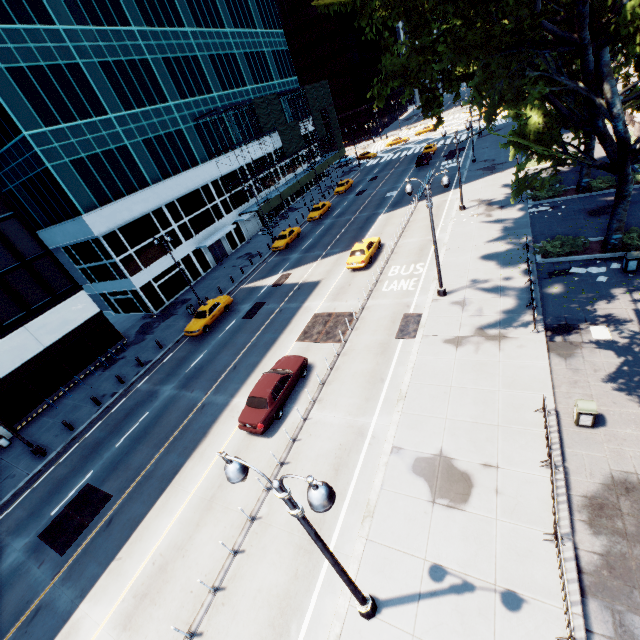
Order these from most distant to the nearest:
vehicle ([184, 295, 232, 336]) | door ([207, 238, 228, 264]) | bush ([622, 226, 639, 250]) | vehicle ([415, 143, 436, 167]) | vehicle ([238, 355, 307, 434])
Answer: vehicle ([415, 143, 436, 167]), door ([207, 238, 228, 264]), vehicle ([184, 295, 232, 336]), bush ([622, 226, 639, 250]), vehicle ([238, 355, 307, 434])

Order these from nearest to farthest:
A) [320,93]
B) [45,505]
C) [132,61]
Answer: [45,505]
[132,61]
[320,93]

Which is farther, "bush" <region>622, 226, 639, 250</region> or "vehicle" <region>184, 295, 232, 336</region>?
"vehicle" <region>184, 295, 232, 336</region>

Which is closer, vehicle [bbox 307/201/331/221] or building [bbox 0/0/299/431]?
building [bbox 0/0/299/431]

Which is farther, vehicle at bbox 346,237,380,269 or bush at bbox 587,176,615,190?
vehicle at bbox 346,237,380,269

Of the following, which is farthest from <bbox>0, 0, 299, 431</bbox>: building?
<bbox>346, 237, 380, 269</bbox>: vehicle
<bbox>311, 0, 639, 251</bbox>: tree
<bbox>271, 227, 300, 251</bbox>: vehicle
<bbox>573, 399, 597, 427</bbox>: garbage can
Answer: <bbox>573, 399, 597, 427</bbox>: garbage can

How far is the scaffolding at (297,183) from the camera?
44.81m
